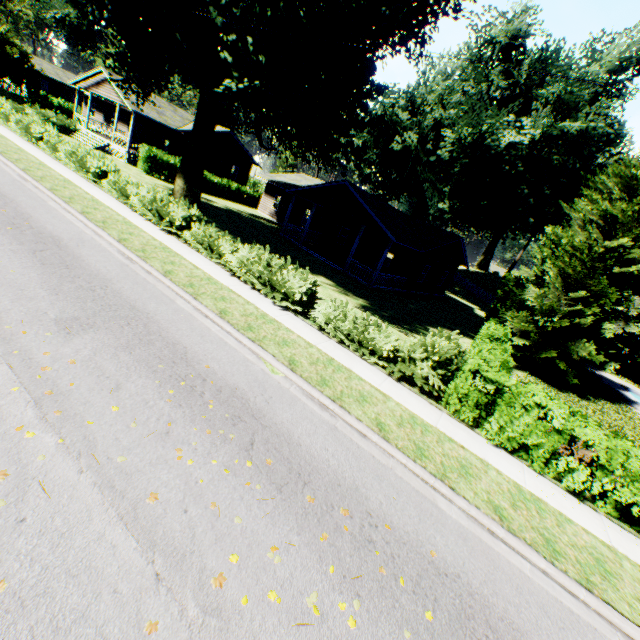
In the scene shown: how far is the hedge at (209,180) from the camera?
33.0m

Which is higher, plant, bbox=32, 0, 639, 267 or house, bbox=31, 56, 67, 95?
plant, bbox=32, 0, 639, 267

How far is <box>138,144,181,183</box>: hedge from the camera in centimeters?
2755cm

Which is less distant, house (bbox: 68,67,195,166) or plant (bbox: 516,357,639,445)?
plant (bbox: 516,357,639,445)

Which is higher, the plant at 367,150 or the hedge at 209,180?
the plant at 367,150

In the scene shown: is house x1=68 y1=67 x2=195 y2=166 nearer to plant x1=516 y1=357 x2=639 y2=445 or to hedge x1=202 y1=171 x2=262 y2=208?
plant x1=516 y1=357 x2=639 y2=445

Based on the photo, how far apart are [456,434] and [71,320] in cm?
921

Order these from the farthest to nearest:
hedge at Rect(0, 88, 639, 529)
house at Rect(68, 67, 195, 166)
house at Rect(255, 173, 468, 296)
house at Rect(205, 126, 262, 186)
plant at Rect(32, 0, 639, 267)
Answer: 1. house at Rect(205, 126, 262, 186)
2. house at Rect(68, 67, 195, 166)
3. house at Rect(255, 173, 468, 296)
4. plant at Rect(32, 0, 639, 267)
5. hedge at Rect(0, 88, 639, 529)
